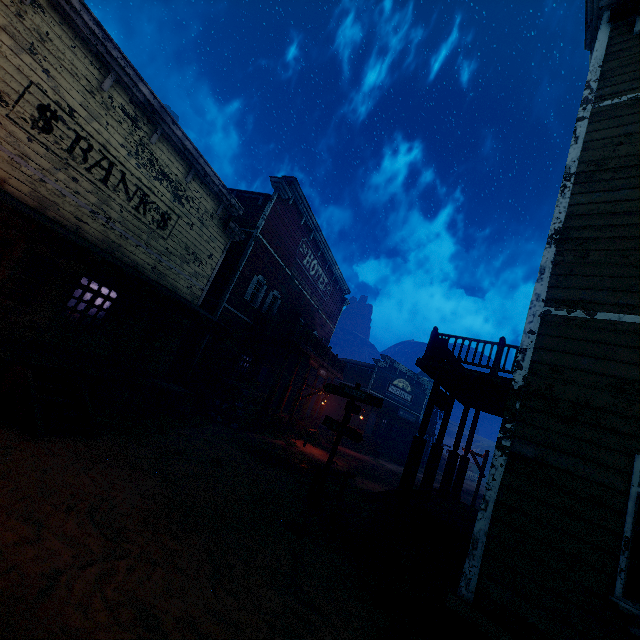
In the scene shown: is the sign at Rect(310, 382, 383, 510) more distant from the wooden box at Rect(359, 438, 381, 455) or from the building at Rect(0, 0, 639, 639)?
the wooden box at Rect(359, 438, 381, 455)

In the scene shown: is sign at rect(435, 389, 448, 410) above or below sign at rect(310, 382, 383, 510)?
above

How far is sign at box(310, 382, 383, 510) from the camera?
8.3 meters

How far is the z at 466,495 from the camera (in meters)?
21.73

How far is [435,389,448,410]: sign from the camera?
11.50m

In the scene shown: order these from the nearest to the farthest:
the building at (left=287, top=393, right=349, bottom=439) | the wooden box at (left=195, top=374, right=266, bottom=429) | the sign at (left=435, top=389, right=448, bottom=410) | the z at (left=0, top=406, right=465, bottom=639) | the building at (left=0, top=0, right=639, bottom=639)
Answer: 1. the z at (left=0, top=406, right=465, bottom=639)
2. the building at (left=0, top=0, right=639, bottom=639)
3. the sign at (left=435, top=389, right=448, bottom=410)
4. the wooden box at (left=195, top=374, right=266, bottom=429)
5. the building at (left=287, top=393, right=349, bottom=439)

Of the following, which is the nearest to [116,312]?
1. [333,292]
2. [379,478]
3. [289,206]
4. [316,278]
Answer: [289,206]

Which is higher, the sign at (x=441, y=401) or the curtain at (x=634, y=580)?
the sign at (x=441, y=401)
